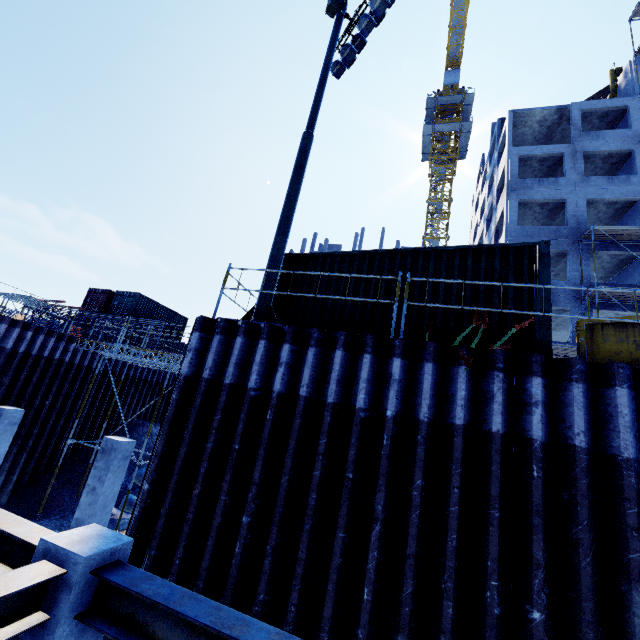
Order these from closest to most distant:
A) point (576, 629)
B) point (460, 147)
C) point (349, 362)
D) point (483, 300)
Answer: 1. point (576, 629)
2. point (349, 362)
3. point (483, 300)
4. point (460, 147)

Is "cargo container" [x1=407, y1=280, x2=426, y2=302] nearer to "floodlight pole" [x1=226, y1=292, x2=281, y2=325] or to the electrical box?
"floodlight pole" [x1=226, y1=292, x2=281, y2=325]

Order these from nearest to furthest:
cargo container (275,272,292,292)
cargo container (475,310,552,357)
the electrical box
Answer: cargo container (475,310,552,357) → cargo container (275,272,292,292) → the electrical box

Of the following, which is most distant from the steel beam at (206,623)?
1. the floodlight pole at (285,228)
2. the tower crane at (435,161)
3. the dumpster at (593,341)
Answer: the tower crane at (435,161)

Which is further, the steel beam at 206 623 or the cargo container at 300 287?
the cargo container at 300 287

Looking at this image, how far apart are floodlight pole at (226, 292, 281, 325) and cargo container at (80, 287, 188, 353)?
21.2 meters

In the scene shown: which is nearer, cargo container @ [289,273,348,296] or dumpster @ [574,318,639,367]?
dumpster @ [574,318,639,367]

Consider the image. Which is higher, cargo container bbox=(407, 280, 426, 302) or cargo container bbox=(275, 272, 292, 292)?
cargo container bbox=(275, 272, 292, 292)
